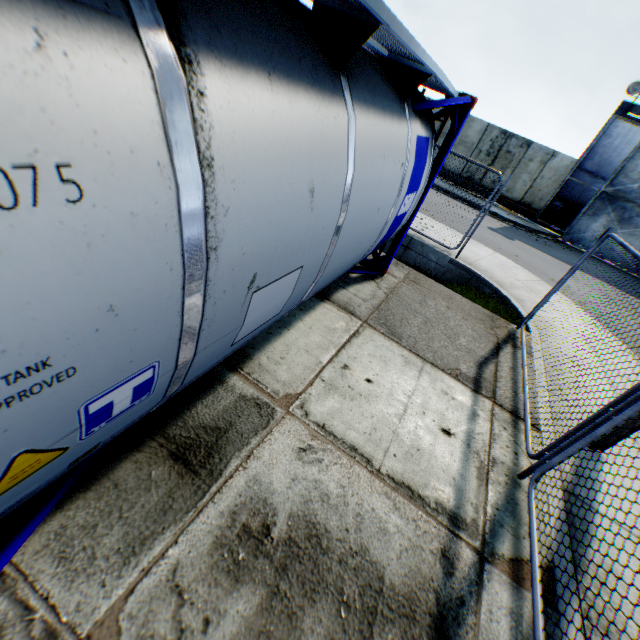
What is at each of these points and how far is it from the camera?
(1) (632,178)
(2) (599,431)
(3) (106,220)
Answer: (1) metal gate, 15.85m
(2) metal fence, 2.78m
(3) tank container, 0.98m

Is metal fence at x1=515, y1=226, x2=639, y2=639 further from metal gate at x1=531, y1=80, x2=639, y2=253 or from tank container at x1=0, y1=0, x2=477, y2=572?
metal gate at x1=531, y1=80, x2=639, y2=253

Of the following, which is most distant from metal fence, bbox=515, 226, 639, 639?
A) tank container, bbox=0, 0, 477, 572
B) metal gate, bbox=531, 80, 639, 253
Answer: metal gate, bbox=531, 80, 639, 253

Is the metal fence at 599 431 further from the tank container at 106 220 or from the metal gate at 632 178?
the metal gate at 632 178

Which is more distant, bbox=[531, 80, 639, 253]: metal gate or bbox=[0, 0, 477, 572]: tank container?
bbox=[531, 80, 639, 253]: metal gate

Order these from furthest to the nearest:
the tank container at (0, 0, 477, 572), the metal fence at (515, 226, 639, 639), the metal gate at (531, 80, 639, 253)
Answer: the metal gate at (531, 80, 639, 253) → the metal fence at (515, 226, 639, 639) → the tank container at (0, 0, 477, 572)

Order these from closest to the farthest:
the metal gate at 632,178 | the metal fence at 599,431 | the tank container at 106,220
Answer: the tank container at 106,220 < the metal fence at 599,431 < the metal gate at 632,178
